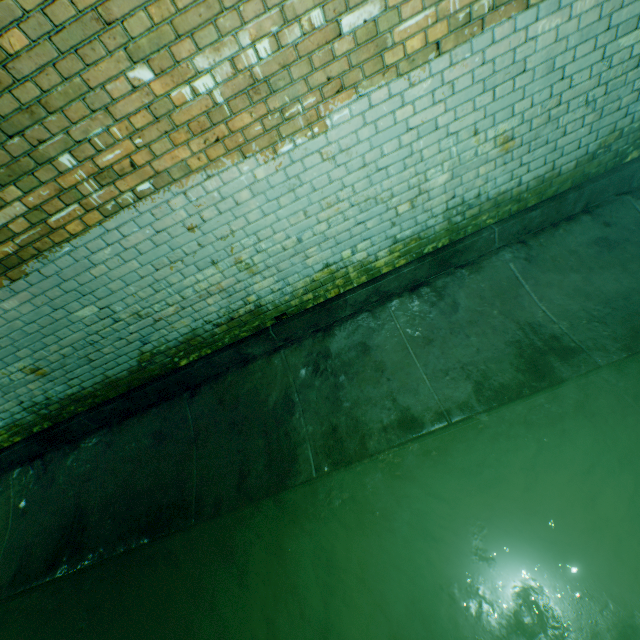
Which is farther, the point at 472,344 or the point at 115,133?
the point at 472,344
